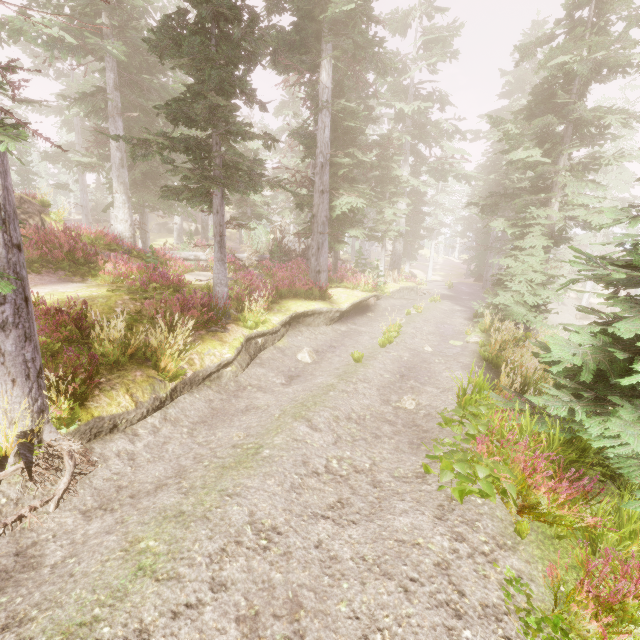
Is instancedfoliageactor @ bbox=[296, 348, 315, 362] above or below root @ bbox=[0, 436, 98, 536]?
below

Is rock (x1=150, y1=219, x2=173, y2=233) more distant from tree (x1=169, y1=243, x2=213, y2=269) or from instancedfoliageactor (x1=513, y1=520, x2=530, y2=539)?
tree (x1=169, y1=243, x2=213, y2=269)

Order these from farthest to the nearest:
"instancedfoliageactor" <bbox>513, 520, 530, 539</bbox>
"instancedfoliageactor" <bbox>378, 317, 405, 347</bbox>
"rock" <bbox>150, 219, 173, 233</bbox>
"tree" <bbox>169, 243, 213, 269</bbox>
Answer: "rock" <bbox>150, 219, 173, 233</bbox> → "tree" <bbox>169, 243, 213, 269</bbox> → "instancedfoliageactor" <bbox>378, 317, 405, 347</bbox> → "instancedfoliageactor" <bbox>513, 520, 530, 539</bbox>

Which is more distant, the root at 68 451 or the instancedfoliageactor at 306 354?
the instancedfoliageactor at 306 354

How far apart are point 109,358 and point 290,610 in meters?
5.7

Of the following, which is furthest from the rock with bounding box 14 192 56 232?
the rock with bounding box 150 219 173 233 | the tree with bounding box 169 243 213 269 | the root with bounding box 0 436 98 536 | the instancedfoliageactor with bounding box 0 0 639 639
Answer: the rock with bounding box 150 219 173 233

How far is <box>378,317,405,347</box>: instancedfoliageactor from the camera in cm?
1166

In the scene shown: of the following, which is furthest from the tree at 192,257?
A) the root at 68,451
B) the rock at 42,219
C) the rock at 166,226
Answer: the rock at 166,226
